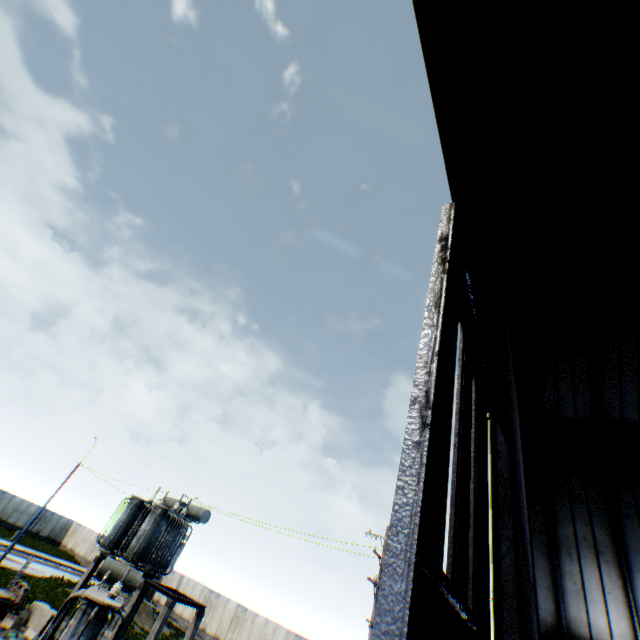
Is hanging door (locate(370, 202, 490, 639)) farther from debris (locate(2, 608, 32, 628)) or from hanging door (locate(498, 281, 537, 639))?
debris (locate(2, 608, 32, 628))

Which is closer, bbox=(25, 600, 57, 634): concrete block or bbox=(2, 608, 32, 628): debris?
bbox=(2, 608, 32, 628): debris

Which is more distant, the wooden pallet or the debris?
the wooden pallet

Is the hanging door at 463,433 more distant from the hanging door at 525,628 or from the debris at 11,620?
the debris at 11,620

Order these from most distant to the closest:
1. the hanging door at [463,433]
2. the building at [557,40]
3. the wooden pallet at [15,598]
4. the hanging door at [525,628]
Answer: the wooden pallet at [15,598], the building at [557,40], the hanging door at [525,628], the hanging door at [463,433]

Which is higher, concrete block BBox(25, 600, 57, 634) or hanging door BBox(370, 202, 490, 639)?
hanging door BBox(370, 202, 490, 639)

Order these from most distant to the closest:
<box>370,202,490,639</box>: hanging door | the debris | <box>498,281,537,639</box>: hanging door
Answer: the debris, <box>498,281,537,639</box>: hanging door, <box>370,202,490,639</box>: hanging door

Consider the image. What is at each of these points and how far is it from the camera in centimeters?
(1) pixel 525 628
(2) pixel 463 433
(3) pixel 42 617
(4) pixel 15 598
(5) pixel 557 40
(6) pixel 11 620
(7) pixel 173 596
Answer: (1) hanging door, 306cm
(2) hanging door, 479cm
(3) concrete block, 1619cm
(4) wooden pallet, 1593cm
(5) building, 770cm
(6) debris, 1495cm
(7) concrete support, 1453cm
